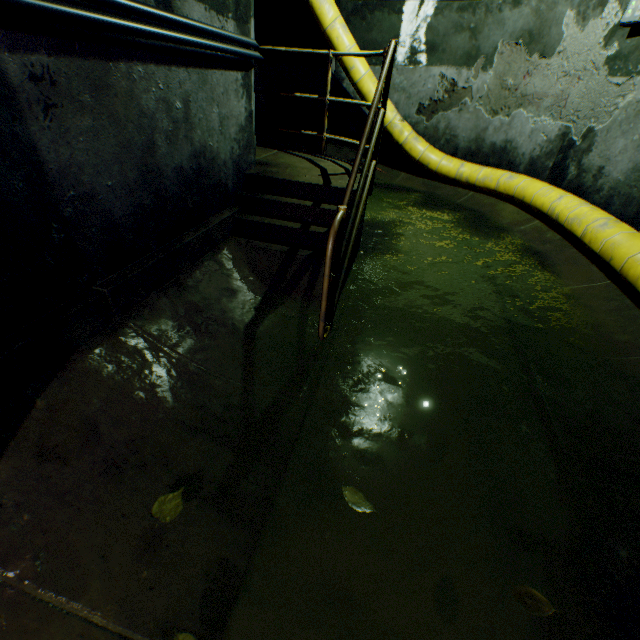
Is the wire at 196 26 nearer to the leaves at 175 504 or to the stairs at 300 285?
the stairs at 300 285

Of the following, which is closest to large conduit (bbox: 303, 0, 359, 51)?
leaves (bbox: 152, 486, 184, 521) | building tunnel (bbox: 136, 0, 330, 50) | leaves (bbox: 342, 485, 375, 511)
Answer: building tunnel (bbox: 136, 0, 330, 50)

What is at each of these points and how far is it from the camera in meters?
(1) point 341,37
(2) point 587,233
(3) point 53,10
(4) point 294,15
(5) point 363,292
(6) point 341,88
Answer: (1) large conduit, 5.8
(2) large conduit, 3.9
(3) wire, 1.4
(4) building tunnel, 9.9
(5) building tunnel, 3.7
(6) building tunnel, 7.1

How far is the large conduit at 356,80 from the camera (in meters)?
5.99

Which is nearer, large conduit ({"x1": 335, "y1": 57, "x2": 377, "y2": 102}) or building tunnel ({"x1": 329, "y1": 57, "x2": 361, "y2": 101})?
large conduit ({"x1": 335, "y1": 57, "x2": 377, "y2": 102})

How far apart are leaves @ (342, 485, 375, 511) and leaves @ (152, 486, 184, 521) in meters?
0.8 m

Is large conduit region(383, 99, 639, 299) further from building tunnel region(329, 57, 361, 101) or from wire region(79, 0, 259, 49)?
wire region(79, 0, 259, 49)

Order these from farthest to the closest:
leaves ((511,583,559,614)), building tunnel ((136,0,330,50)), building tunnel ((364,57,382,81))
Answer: building tunnel ((364,57,382,81)), building tunnel ((136,0,330,50)), leaves ((511,583,559,614))
